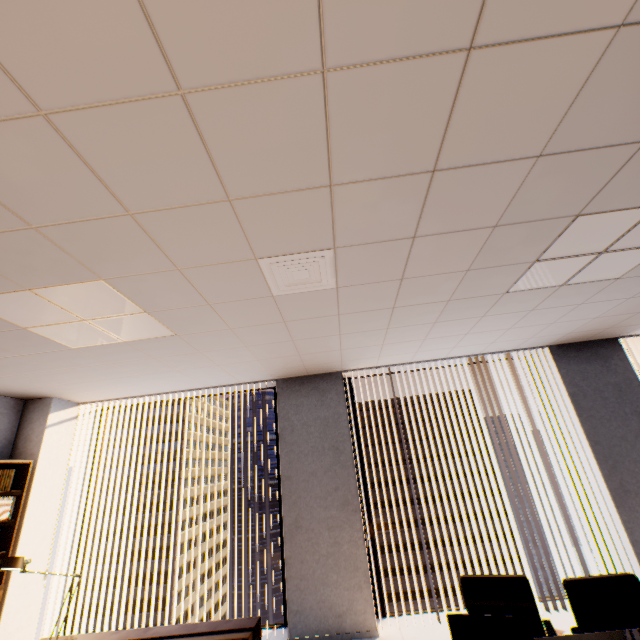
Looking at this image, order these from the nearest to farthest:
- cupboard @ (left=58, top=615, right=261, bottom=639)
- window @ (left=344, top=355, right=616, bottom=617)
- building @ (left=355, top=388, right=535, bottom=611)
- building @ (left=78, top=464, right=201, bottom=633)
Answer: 1. cupboard @ (left=58, top=615, right=261, bottom=639)
2. window @ (left=344, top=355, right=616, bottom=617)
3. building @ (left=355, top=388, right=535, bottom=611)
4. building @ (left=78, top=464, right=201, bottom=633)

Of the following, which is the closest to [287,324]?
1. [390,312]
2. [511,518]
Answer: [390,312]

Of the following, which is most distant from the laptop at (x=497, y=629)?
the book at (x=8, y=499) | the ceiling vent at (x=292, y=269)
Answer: the book at (x=8, y=499)

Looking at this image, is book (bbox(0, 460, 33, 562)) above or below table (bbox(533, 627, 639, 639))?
above

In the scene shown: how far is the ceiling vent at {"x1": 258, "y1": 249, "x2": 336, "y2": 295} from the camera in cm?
205

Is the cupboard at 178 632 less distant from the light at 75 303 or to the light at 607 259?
the light at 75 303

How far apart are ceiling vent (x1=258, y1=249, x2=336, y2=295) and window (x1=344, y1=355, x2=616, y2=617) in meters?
3.0

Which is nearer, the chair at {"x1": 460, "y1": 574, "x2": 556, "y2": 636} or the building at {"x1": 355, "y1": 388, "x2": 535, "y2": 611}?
the chair at {"x1": 460, "y1": 574, "x2": 556, "y2": 636}
